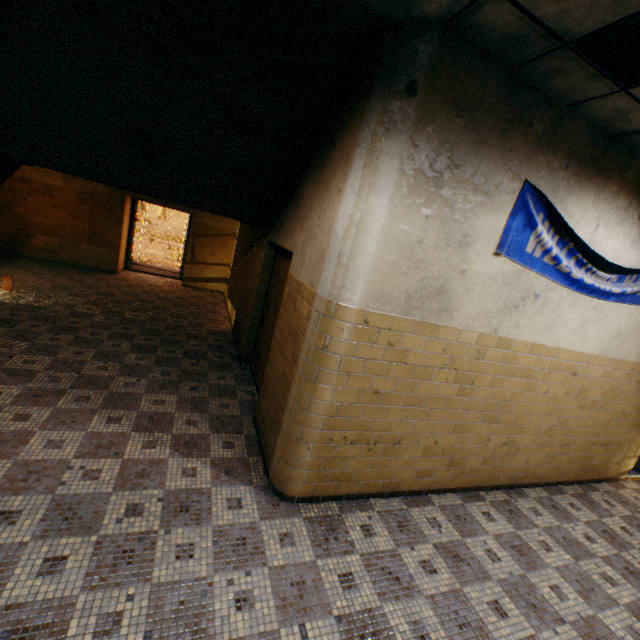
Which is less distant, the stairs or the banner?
the stairs

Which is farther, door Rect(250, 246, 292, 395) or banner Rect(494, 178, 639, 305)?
door Rect(250, 246, 292, 395)

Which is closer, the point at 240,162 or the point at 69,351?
the point at 240,162

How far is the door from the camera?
4.6 meters

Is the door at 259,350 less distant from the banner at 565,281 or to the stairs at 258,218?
the stairs at 258,218

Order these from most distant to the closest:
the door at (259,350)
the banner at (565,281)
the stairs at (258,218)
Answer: the door at (259,350) < the banner at (565,281) < the stairs at (258,218)

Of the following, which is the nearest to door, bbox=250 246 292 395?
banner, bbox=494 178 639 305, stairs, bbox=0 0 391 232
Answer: stairs, bbox=0 0 391 232

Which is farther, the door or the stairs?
the door
